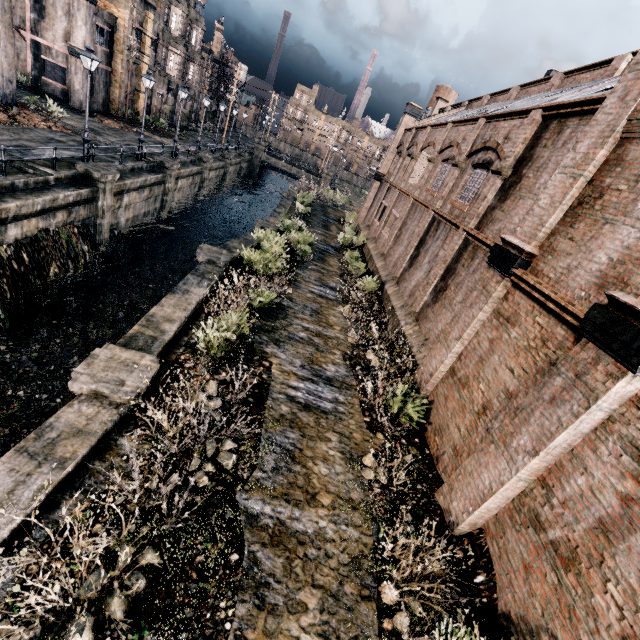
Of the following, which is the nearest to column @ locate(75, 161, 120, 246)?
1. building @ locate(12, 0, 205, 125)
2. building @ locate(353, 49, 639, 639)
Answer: building @ locate(353, 49, 639, 639)

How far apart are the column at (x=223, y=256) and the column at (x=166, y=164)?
13.6m

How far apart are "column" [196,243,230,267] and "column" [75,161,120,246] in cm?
717

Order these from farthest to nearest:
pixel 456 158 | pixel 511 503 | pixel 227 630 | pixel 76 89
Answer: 1. pixel 76 89
2. pixel 456 158
3. pixel 511 503
4. pixel 227 630

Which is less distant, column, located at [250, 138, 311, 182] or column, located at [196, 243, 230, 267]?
column, located at [196, 243, 230, 267]

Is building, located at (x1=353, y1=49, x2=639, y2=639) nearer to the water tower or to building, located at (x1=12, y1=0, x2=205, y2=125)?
the water tower

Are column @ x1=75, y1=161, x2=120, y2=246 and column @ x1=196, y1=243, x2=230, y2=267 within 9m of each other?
yes

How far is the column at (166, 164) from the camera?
25.25m
